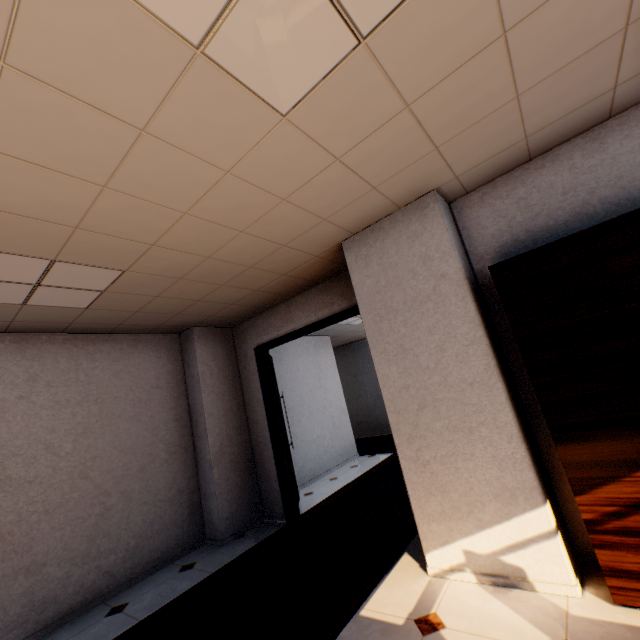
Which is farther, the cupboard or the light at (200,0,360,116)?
the cupboard

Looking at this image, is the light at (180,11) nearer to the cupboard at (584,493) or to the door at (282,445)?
the cupboard at (584,493)

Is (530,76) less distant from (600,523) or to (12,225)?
(600,523)

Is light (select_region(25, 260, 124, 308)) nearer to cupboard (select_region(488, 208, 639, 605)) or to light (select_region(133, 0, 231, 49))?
light (select_region(133, 0, 231, 49))

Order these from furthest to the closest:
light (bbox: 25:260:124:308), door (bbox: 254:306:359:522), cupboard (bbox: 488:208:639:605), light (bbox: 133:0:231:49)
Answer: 1. door (bbox: 254:306:359:522)
2. light (bbox: 25:260:124:308)
3. cupboard (bbox: 488:208:639:605)
4. light (bbox: 133:0:231:49)

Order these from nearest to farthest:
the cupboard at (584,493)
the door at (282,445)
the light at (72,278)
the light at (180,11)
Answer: the light at (180,11) < the cupboard at (584,493) < the light at (72,278) < the door at (282,445)

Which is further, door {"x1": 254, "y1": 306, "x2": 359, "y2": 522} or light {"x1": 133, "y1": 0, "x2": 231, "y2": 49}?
Result: door {"x1": 254, "y1": 306, "x2": 359, "y2": 522}

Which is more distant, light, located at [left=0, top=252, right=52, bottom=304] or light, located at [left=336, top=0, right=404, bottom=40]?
light, located at [left=0, top=252, right=52, bottom=304]
